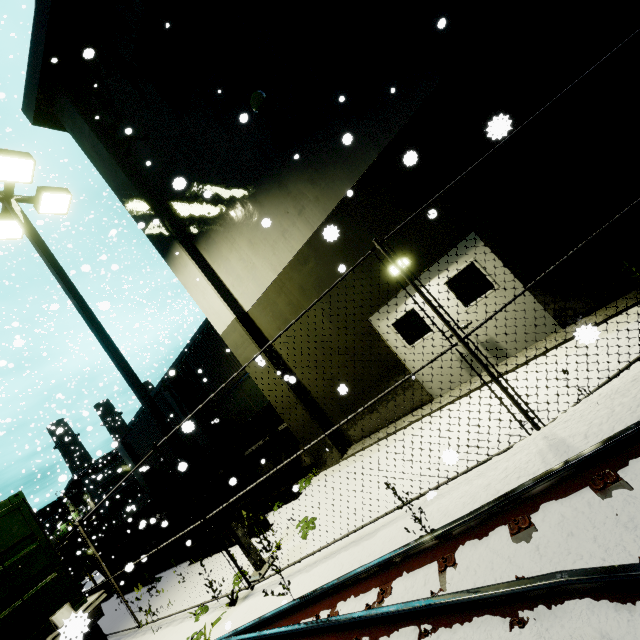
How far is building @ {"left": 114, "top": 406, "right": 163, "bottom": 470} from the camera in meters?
17.8

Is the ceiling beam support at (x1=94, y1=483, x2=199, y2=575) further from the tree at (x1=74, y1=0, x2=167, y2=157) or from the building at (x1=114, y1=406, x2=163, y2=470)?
the tree at (x1=74, y1=0, x2=167, y2=157)

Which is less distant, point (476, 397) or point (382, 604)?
point (382, 604)

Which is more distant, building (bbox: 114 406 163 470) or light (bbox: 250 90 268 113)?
building (bbox: 114 406 163 470)

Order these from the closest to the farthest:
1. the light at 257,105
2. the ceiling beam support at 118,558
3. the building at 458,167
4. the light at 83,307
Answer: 1. the building at 458,167
2. the light at 83,307
3. the light at 257,105
4. the ceiling beam support at 118,558

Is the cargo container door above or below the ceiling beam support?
above

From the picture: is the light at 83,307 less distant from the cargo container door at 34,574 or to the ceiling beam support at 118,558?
the cargo container door at 34,574

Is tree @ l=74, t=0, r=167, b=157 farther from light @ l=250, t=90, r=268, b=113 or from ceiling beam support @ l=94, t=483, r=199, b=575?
ceiling beam support @ l=94, t=483, r=199, b=575
